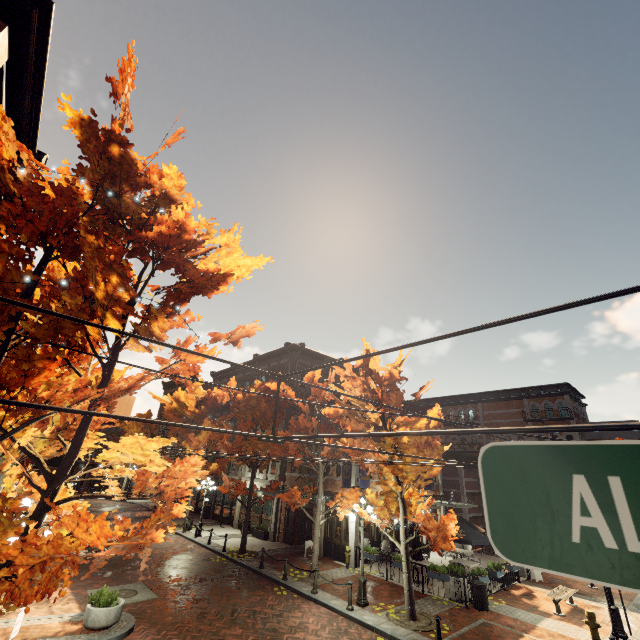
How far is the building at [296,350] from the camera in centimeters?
2731cm

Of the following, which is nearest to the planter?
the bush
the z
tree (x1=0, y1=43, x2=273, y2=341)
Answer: the bush

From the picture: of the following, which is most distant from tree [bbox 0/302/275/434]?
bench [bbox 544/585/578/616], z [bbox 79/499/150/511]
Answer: bench [bbox 544/585/578/616]

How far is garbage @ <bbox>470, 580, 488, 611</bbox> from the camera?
12.7 meters

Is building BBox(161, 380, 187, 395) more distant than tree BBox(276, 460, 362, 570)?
Yes

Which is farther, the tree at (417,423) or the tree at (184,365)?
the tree at (417,423)

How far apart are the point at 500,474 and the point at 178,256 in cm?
714

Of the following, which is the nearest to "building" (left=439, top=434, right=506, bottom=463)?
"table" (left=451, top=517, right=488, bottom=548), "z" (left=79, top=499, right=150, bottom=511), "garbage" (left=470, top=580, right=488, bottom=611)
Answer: "z" (left=79, top=499, right=150, bottom=511)
